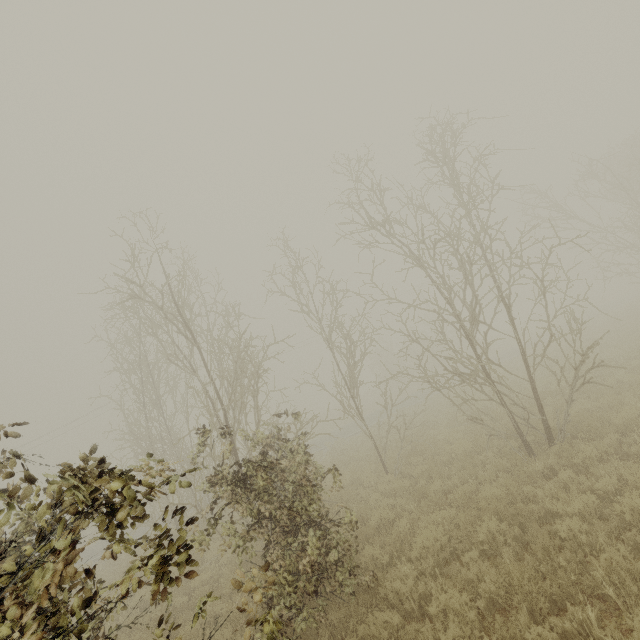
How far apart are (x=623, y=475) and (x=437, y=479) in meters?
4.4
